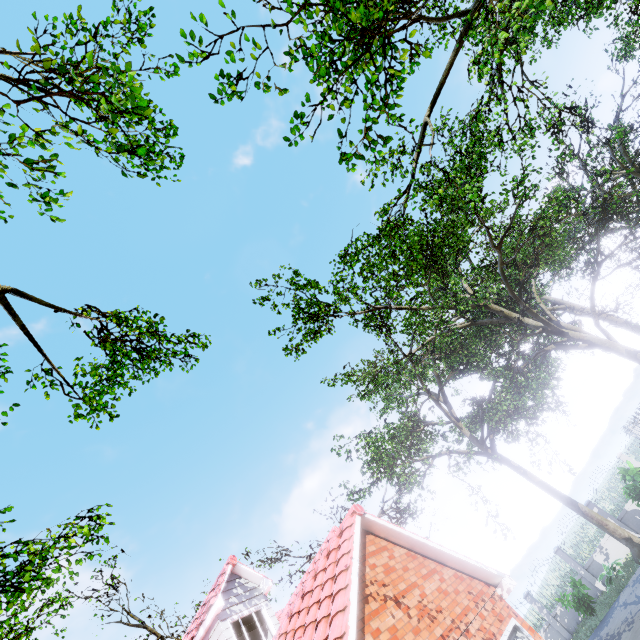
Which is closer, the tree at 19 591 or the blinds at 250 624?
the tree at 19 591

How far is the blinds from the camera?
10.06m

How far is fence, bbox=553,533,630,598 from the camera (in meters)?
17.14

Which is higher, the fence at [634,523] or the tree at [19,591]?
the tree at [19,591]

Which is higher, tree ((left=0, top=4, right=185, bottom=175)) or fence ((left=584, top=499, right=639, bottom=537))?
tree ((left=0, top=4, right=185, bottom=175))

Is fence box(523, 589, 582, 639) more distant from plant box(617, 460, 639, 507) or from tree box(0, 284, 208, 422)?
plant box(617, 460, 639, 507)

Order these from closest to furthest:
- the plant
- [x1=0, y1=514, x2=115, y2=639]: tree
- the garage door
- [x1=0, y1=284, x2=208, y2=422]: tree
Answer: the garage door, [x1=0, y1=514, x2=115, y2=639]: tree, [x1=0, y1=284, x2=208, y2=422]: tree, the plant

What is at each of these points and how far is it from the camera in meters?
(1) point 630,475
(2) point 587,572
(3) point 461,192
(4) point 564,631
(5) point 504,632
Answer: (1) plant, 15.8
(2) fence, 17.6
(3) tree, 7.8
(4) fence, 17.5
(5) garage door, 6.3
